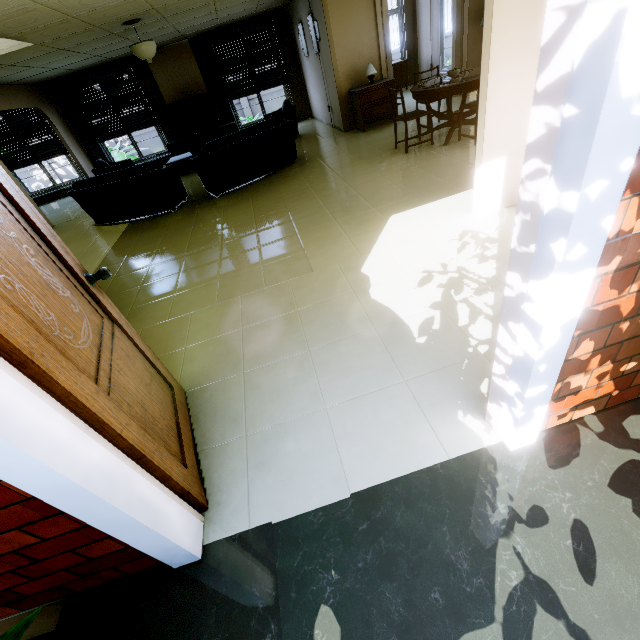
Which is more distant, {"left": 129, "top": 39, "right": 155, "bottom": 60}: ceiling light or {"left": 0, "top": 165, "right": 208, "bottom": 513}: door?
{"left": 129, "top": 39, "right": 155, "bottom": 60}: ceiling light

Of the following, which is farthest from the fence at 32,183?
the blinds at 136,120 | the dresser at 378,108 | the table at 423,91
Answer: the table at 423,91

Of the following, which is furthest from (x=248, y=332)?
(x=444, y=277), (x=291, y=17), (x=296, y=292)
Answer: (x=291, y=17)

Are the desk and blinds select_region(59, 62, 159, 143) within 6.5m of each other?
no

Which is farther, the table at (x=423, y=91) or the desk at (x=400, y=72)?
the desk at (x=400, y=72)

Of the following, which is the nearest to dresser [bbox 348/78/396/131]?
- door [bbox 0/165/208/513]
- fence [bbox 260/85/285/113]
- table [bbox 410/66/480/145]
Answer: table [bbox 410/66/480/145]

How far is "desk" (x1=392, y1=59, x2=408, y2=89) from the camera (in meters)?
10.02

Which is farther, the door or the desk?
the desk
